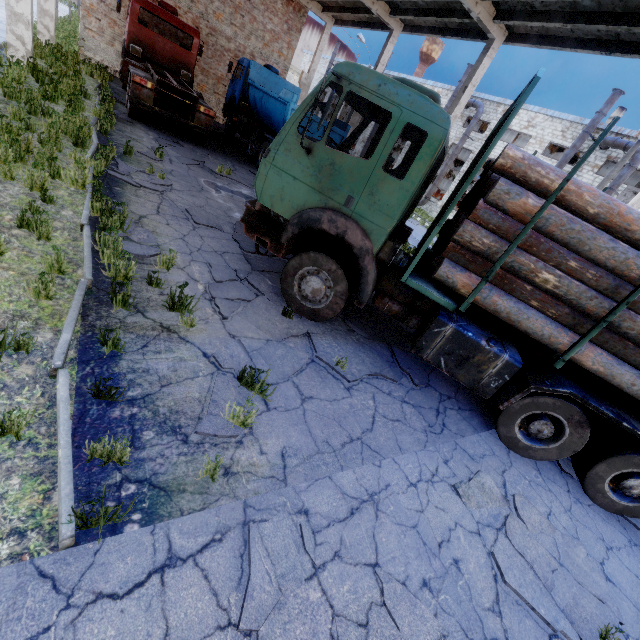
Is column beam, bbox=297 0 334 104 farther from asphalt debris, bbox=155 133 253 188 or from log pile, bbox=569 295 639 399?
log pile, bbox=569 295 639 399

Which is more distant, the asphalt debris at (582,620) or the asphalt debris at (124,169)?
the asphalt debris at (124,169)

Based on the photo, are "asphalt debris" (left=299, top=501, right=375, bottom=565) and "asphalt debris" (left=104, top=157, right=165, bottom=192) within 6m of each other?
no

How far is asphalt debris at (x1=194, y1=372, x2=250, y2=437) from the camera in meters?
3.2

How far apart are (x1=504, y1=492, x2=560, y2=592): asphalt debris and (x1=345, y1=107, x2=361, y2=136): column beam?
17.0m

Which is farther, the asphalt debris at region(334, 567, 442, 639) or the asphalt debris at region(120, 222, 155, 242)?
→ the asphalt debris at region(120, 222, 155, 242)

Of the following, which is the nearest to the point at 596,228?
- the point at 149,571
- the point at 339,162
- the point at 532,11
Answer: the point at 339,162

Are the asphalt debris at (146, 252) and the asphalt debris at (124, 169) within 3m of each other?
yes
